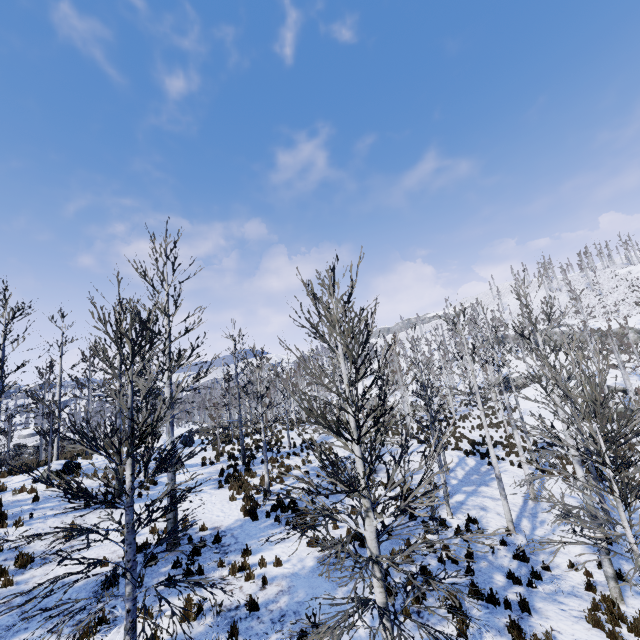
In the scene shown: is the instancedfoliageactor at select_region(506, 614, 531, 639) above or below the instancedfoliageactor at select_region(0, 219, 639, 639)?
below

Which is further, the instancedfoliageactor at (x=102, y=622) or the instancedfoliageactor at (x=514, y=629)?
the instancedfoliageactor at (x=514, y=629)

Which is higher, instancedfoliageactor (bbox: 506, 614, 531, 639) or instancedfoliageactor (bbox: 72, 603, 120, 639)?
instancedfoliageactor (bbox: 72, 603, 120, 639)

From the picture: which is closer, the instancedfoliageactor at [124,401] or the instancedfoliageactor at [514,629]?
the instancedfoliageactor at [124,401]

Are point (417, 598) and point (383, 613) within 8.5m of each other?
yes

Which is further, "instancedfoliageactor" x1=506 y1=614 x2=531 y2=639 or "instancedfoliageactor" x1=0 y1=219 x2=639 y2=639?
"instancedfoliageactor" x1=506 y1=614 x2=531 y2=639

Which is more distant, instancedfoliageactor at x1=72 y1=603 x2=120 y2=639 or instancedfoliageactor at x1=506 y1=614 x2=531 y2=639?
instancedfoliageactor at x1=506 y1=614 x2=531 y2=639
